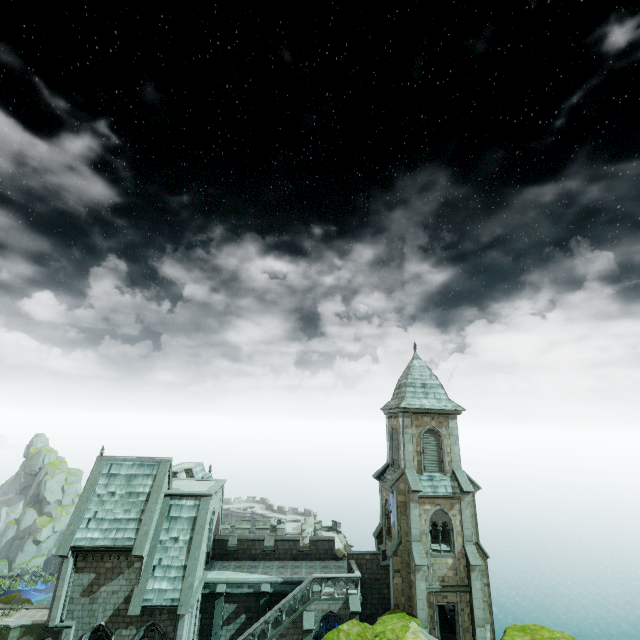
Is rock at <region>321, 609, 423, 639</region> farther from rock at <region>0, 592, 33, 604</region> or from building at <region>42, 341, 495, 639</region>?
rock at <region>0, 592, 33, 604</region>

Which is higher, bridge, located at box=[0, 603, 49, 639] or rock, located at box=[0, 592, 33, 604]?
rock, located at box=[0, 592, 33, 604]

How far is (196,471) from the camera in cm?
4769

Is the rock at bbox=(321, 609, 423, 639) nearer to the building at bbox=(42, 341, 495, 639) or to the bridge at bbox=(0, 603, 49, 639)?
the building at bbox=(42, 341, 495, 639)

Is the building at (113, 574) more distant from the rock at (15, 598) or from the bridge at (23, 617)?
the rock at (15, 598)

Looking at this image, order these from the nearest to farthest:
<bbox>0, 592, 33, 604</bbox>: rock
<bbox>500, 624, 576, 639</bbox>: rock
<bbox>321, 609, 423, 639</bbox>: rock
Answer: <bbox>321, 609, 423, 639</bbox>: rock < <bbox>500, 624, 576, 639</bbox>: rock < <bbox>0, 592, 33, 604</bbox>: rock

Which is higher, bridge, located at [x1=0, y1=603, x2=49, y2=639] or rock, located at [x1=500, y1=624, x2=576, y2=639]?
rock, located at [x1=500, y1=624, x2=576, y2=639]
